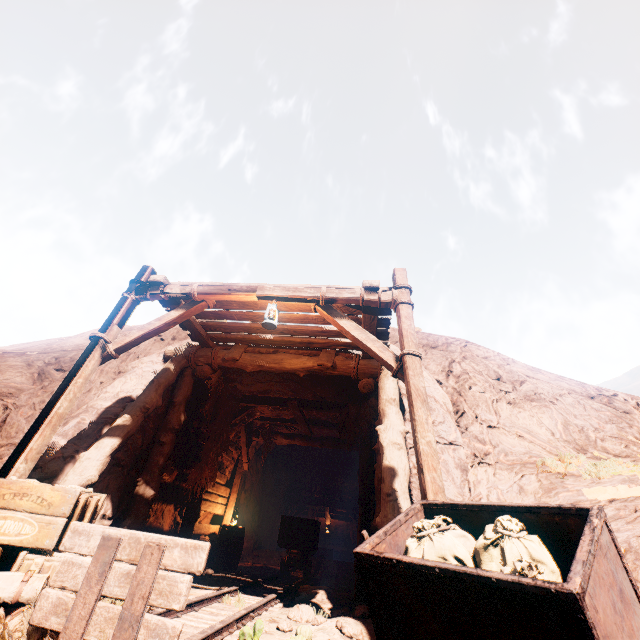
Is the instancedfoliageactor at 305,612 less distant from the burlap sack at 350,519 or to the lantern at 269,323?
the lantern at 269,323

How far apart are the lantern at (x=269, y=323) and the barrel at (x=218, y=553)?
6.66m

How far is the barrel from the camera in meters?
8.2

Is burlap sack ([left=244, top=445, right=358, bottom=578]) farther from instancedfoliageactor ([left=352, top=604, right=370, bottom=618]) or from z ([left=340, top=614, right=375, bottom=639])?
instancedfoliageactor ([left=352, top=604, right=370, bottom=618])

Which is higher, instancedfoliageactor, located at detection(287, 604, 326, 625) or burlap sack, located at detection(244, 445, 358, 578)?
burlap sack, located at detection(244, 445, 358, 578)

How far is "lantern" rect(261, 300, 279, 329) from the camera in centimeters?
503cm

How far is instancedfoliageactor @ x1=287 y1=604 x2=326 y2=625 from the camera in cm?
405

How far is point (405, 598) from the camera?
2.2m
